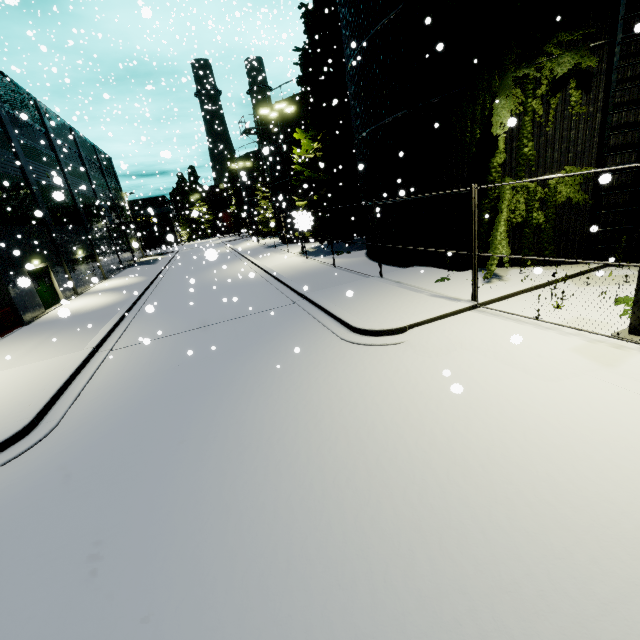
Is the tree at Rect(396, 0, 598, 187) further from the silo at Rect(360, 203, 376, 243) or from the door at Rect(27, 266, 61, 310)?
the door at Rect(27, 266, 61, 310)

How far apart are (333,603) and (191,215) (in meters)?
27.92

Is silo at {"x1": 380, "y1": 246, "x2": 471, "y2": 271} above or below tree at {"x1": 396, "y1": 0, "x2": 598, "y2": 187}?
below

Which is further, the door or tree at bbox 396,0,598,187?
the door

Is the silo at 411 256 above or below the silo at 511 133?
below

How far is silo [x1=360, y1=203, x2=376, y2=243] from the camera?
16.29m

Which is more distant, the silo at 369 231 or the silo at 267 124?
the silo at 267 124
